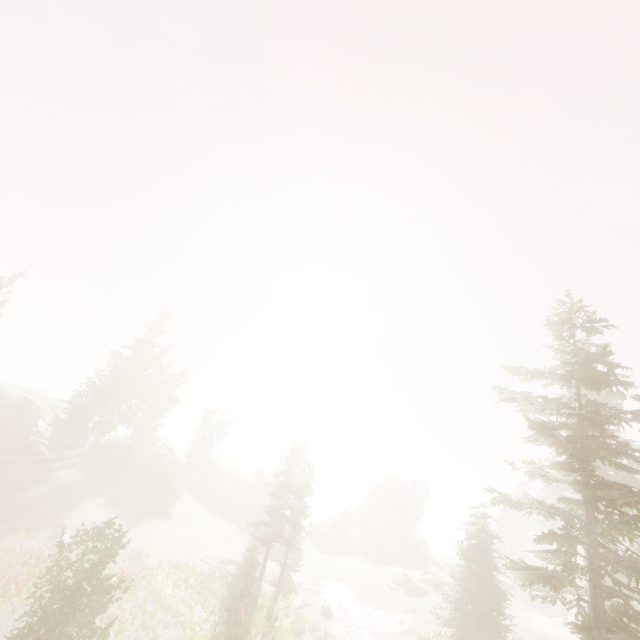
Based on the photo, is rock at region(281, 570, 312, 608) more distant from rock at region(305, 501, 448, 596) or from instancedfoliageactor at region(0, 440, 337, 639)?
rock at region(305, 501, 448, 596)

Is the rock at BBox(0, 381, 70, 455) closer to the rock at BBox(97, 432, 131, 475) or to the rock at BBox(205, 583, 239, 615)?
the rock at BBox(97, 432, 131, 475)

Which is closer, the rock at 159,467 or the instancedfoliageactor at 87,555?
the instancedfoliageactor at 87,555

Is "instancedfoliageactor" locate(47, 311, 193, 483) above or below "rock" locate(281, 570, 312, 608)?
above

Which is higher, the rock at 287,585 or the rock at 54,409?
the rock at 54,409

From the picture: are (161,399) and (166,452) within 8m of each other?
yes

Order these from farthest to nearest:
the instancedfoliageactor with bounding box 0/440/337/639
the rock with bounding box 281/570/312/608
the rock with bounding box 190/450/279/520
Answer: the rock with bounding box 190/450/279/520
the rock with bounding box 281/570/312/608
the instancedfoliageactor with bounding box 0/440/337/639

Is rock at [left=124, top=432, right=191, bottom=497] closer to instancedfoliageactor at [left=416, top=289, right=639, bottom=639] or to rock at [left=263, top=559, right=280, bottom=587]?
instancedfoliageactor at [left=416, top=289, right=639, bottom=639]
